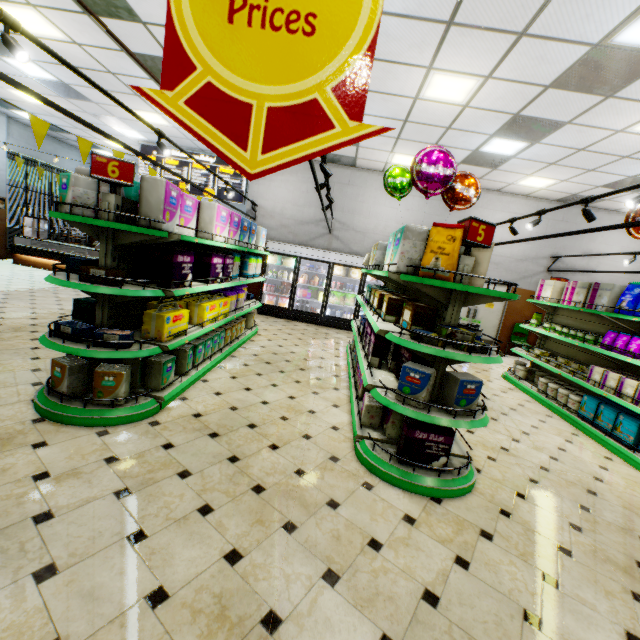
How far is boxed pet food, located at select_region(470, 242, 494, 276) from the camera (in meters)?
3.18

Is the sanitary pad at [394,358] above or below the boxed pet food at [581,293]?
below

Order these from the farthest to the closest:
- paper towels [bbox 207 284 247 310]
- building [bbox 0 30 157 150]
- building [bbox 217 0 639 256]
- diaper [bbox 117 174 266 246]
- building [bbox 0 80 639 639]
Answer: building [bbox 0 30 157 150] → paper towels [bbox 207 284 247 310] → building [bbox 217 0 639 256] → diaper [bbox 117 174 266 246] → building [bbox 0 80 639 639]

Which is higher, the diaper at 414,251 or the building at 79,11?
the building at 79,11

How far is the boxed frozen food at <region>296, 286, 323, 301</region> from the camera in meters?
10.0

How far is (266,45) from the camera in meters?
0.8 m

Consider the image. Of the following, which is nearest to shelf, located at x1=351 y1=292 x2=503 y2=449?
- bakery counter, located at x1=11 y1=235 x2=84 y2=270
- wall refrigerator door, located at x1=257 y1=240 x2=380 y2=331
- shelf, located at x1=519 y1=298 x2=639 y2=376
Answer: wall refrigerator door, located at x1=257 y1=240 x2=380 y2=331

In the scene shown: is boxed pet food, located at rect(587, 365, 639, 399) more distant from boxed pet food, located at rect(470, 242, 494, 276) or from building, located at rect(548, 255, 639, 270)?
boxed pet food, located at rect(470, 242, 494, 276)
